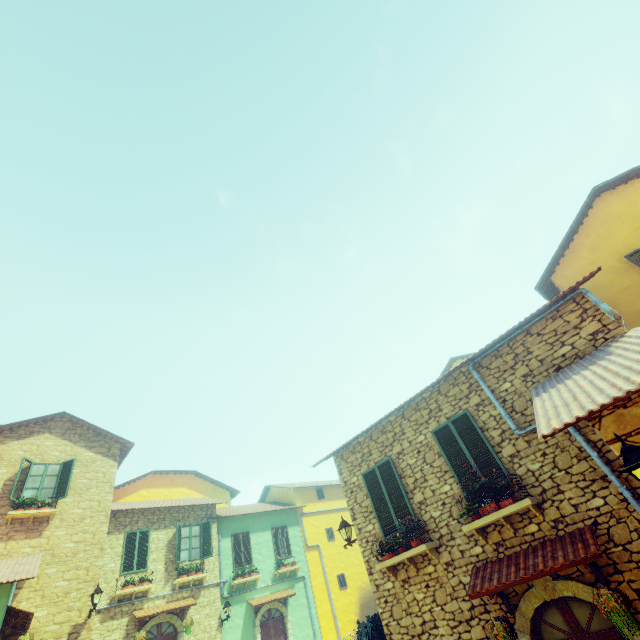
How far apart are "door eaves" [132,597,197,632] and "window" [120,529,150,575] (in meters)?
1.24

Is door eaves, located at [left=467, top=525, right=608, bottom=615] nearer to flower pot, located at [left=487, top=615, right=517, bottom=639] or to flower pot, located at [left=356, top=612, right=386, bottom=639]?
flower pot, located at [left=487, top=615, right=517, bottom=639]

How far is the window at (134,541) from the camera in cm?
1433

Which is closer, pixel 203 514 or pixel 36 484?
pixel 36 484

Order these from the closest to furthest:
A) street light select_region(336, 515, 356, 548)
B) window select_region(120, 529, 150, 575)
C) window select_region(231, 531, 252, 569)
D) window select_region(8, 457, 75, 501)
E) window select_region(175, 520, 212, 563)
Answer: street light select_region(336, 515, 356, 548) < window select_region(8, 457, 75, 501) < window select_region(120, 529, 150, 575) < window select_region(175, 520, 212, 563) < window select_region(231, 531, 252, 569)

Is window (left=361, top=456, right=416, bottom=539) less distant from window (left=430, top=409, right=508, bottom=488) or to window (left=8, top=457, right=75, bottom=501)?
window (left=430, top=409, right=508, bottom=488)

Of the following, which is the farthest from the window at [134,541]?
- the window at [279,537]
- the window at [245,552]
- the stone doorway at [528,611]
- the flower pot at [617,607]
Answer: the flower pot at [617,607]

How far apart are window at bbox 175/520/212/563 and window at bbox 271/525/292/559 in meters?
3.9
